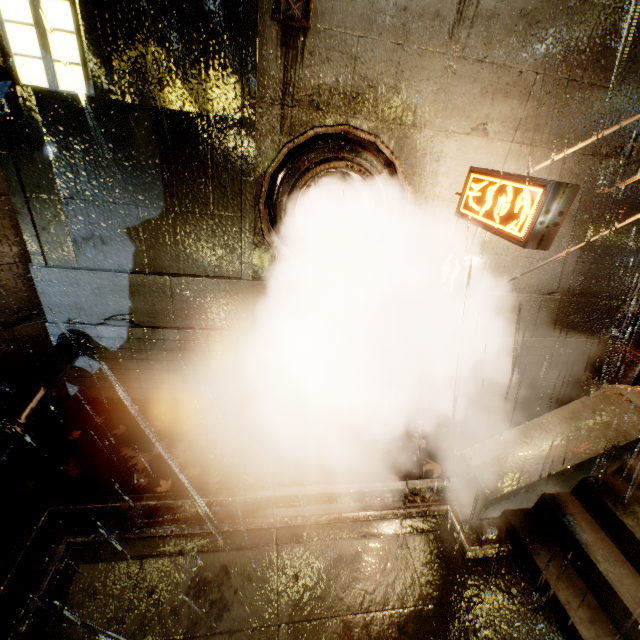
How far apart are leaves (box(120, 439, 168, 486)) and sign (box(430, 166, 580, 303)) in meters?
5.6

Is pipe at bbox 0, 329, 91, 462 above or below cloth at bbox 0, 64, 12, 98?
below

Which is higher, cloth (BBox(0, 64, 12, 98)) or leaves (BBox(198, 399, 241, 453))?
cloth (BBox(0, 64, 12, 98))

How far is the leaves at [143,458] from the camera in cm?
555

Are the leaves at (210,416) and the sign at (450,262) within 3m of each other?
no

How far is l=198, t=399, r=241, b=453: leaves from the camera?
6.3 meters

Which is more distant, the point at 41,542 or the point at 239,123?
the point at 239,123

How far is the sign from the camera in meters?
4.0 m
